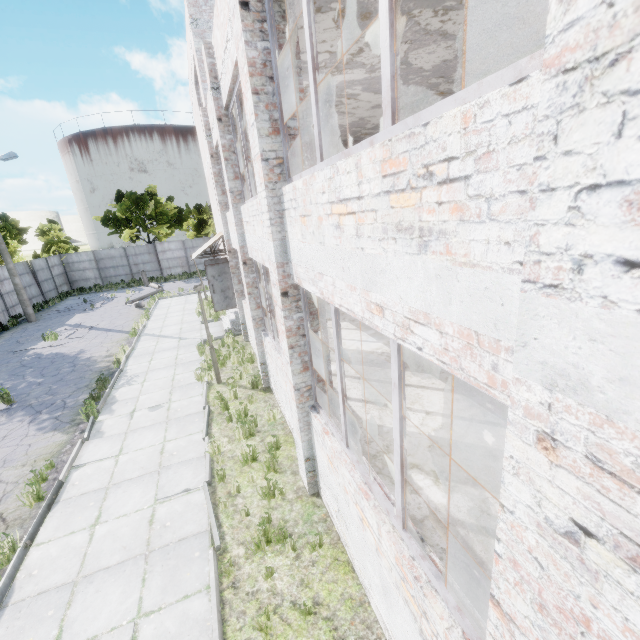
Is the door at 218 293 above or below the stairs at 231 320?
above

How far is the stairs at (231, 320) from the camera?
15.19m

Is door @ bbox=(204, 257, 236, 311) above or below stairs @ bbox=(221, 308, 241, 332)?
above

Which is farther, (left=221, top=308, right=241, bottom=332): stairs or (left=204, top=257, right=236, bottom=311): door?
(left=221, top=308, right=241, bottom=332): stairs

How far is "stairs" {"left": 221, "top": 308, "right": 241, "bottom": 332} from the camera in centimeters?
1519cm

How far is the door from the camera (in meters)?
14.30

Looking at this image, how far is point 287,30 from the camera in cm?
397
